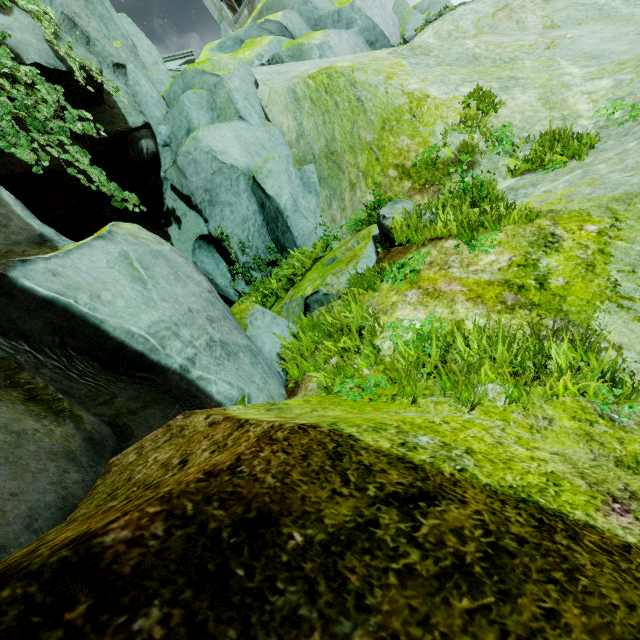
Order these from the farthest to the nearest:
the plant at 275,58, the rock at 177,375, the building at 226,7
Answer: the building at 226,7 → the plant at 275,58 → the rock at 177,375

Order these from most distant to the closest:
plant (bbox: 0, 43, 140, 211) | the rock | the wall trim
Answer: the wall trim
plant (bbox: 0, 43, 140, 211)
the rock

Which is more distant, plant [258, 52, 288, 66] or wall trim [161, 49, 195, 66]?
wall trim [161, 49, 195, 66]

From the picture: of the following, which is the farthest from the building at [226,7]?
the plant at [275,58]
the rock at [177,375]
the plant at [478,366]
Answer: the plant at [478,366]

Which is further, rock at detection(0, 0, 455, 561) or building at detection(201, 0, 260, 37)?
building at detection(201, 0, 260, 37)

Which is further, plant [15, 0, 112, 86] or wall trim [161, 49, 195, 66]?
wall trim [161, 49, 195, 66]

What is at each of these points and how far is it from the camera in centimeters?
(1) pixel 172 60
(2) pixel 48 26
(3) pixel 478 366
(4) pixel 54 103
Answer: (1) wall trim, 2022cm
(2) plant, 588cm
(3) plant, 223cm
(4) plant, 514cm

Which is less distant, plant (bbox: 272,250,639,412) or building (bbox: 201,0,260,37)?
plant (bbox: 272,250,639,412)
